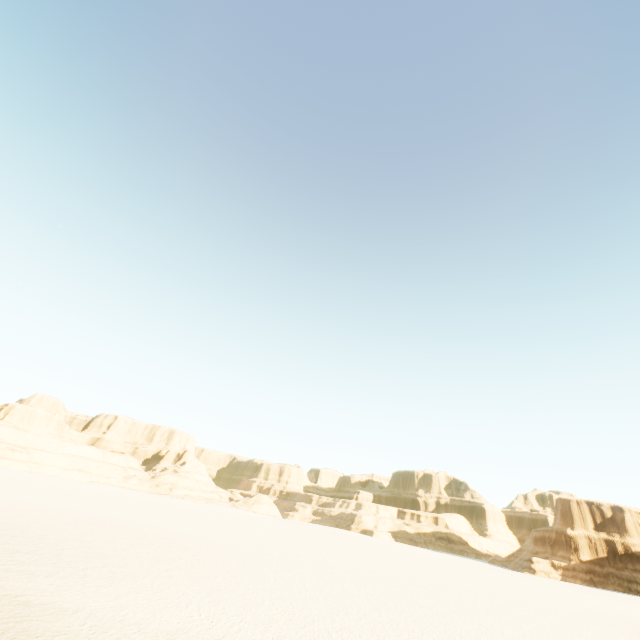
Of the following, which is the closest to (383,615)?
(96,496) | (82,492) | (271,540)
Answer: (271,540)
